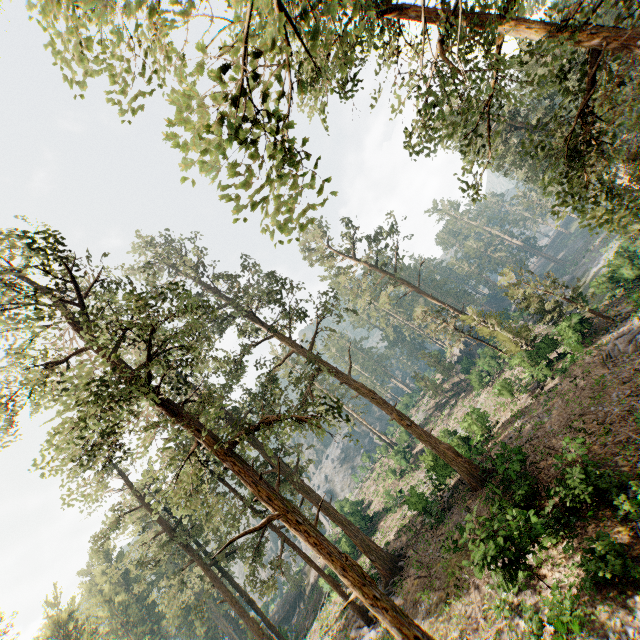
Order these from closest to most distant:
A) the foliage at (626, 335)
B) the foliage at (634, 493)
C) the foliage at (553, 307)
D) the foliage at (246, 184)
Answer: the foliage at (246, 184), the foliage at (634, 493), the foliage at (626, 335), the foliage at (553, 307)

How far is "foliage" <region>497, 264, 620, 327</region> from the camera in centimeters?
2597cm

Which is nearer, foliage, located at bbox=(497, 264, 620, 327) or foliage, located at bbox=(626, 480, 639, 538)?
foliage, located at bbox=(626, 480, 639, 538)

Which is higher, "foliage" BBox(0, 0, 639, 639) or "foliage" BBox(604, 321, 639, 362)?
"foliage" BBox(0, 0, 639, 639)

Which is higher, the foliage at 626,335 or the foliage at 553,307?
the foliage at 553,307

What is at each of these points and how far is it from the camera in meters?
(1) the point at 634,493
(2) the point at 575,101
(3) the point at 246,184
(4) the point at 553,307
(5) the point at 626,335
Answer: (1) foliage, 12.1
(2) foliage, 11.5
(3) foliage, 4.7
(4) foliage, 27.7
(5) foliage, 21.6
